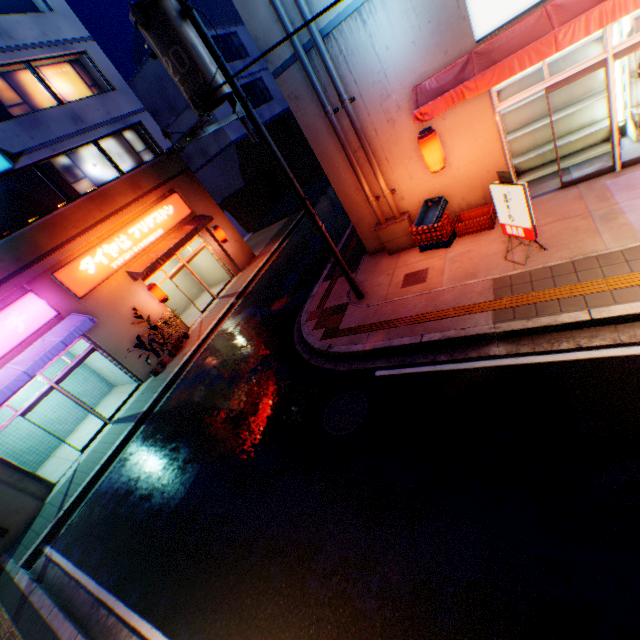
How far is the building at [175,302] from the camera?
18.2 meters

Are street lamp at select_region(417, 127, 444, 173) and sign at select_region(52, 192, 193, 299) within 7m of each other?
no

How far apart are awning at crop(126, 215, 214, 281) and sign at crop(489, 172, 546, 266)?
12.75m

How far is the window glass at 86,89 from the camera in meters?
13.0

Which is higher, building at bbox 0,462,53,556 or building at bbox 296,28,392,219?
building at bbox 296,28,392,219

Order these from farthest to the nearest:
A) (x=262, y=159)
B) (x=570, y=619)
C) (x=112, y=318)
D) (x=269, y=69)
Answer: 1. (x=262, y=159)
2. (x=112, y=318)
3. (x=269, y=69)
4. (x=570, y=619)

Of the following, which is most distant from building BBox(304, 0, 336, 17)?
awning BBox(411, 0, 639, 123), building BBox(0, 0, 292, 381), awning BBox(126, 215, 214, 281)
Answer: building BBox(0, 0, 292, 381)

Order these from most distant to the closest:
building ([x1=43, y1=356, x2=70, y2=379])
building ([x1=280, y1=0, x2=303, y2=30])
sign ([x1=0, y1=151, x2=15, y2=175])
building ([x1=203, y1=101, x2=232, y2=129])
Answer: building ([x1=203, y1=101, x2=232, y2=129])
building ([x1=43, y1=356, x2=70, y2=379])
sign ([x1=0, y1=151, x2=15, y2=175])
building ([x1=280, y1=0, x2=303, y2=30])
